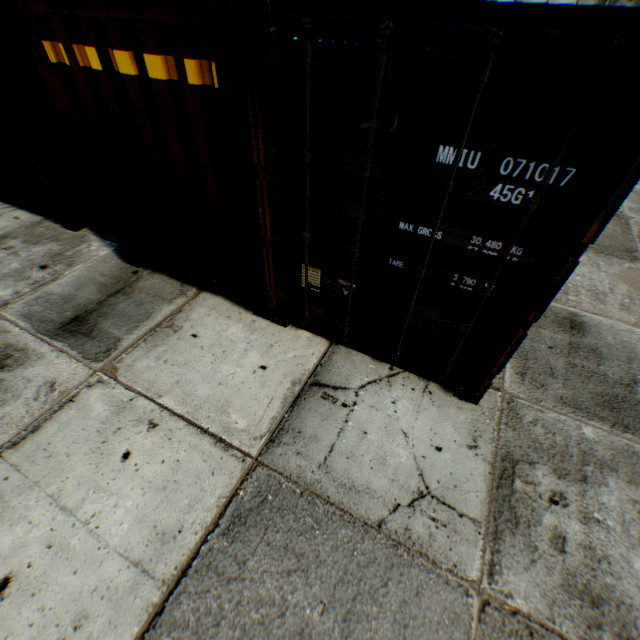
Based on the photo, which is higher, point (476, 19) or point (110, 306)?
point (476, 19)
